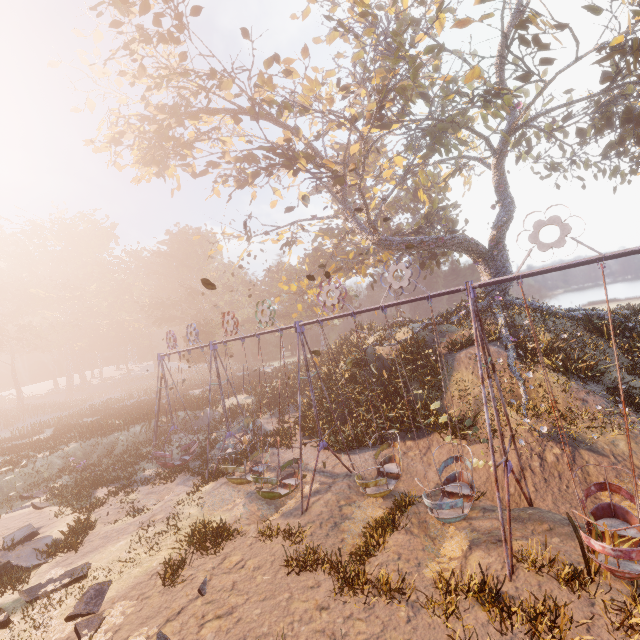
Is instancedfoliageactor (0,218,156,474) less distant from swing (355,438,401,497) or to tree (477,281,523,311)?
swing (355,438,401,497)

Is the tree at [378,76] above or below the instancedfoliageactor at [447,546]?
above

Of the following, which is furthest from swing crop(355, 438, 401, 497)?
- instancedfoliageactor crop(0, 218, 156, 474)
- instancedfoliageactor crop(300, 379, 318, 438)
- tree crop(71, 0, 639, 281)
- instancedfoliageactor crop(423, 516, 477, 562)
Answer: instancedfoliageactor crop(0, 218, 156, 474)

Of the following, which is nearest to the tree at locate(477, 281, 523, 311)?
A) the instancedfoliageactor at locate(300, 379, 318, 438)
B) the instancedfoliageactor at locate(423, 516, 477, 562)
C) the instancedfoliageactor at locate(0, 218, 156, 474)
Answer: the instancedfoliageactor at locate(300, 379, 318, 438)

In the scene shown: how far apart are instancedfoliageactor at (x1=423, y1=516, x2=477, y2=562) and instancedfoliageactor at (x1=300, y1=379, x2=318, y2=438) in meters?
10.6

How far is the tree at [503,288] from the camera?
20.3 meters

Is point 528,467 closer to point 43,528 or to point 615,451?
point 615,451

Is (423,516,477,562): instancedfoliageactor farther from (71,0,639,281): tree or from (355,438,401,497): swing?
(71,0,639,281): tree
